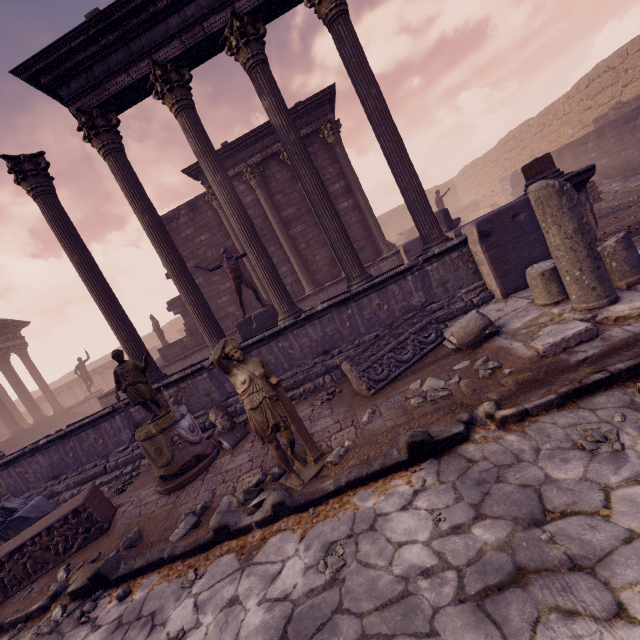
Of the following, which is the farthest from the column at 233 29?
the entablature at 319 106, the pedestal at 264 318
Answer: the entablature at 319 106

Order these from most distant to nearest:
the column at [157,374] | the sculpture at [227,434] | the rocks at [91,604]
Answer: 1. the column at [157,374]
2. the sculpture at [227,434]
3. the rocks at [91,604]

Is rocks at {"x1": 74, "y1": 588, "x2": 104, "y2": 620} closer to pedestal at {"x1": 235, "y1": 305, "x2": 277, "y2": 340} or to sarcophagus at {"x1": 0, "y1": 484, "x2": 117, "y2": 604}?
sarcophagus at {"x1": 0, "y1": 484, "x2": 117, "y2": 604}

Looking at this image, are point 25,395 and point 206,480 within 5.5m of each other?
no

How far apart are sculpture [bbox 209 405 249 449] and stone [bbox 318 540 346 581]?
3.33m

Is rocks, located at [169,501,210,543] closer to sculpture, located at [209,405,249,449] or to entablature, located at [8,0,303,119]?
sculpture, located at [209,405,249,449]

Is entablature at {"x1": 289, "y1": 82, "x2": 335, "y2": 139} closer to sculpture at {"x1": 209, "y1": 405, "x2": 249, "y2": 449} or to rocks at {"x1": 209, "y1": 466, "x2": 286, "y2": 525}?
sculpture at {"x1": 209, "y1": 405, "x2": 249, "y2": 449}

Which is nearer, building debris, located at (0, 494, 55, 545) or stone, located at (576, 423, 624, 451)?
stone, located at (576, 423, 624, 451)
